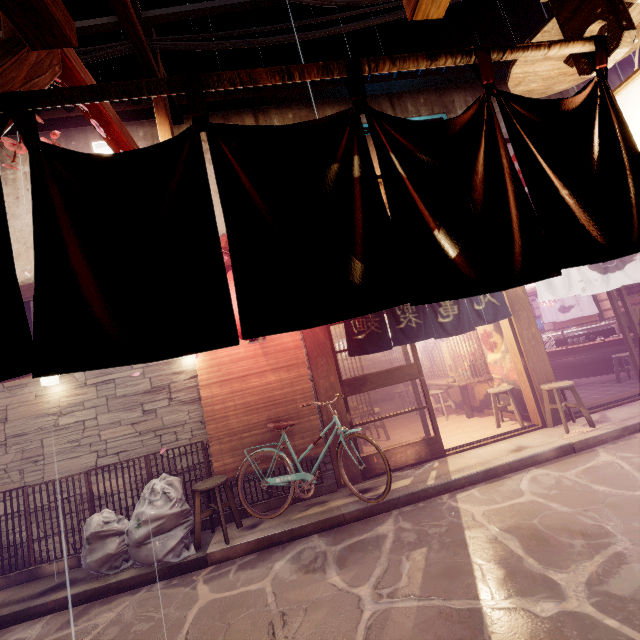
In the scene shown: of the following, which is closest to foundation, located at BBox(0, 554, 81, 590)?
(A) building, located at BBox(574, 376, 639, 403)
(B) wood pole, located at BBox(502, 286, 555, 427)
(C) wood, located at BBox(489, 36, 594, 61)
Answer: (C) wood, located at BBox(489, 36, 594, 61)

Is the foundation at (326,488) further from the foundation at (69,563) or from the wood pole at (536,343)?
the wood pole at (536,343)

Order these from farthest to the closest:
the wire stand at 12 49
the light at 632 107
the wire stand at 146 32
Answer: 1. the wire stand at 146 32
2. the wire stand at 12 49
3. the light at 632 107

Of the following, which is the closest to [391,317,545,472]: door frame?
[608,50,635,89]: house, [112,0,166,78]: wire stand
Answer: [608,50,635,89]: house

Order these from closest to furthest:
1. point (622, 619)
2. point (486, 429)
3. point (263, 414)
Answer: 1. point (622, 619)
2. point (263, 414)
3. point (486, 429)

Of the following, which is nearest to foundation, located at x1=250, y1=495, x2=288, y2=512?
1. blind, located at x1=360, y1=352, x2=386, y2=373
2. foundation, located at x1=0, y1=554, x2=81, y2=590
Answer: foundation, located at x1=0, y1=554, x2=81, y2=590

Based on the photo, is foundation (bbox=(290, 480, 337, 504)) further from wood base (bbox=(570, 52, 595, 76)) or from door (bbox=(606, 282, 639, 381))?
door (bbox=(606, 282, 639, 381))

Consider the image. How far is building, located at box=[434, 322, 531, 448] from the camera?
11.5 meters
